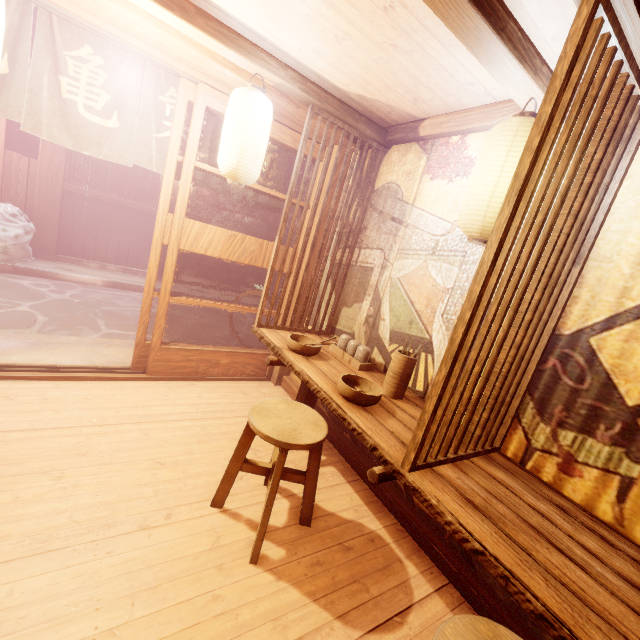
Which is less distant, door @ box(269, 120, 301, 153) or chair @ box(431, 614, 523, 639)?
chair @ box(431, 614, 523, 639)

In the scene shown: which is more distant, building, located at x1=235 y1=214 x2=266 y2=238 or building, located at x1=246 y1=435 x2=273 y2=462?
building, located at x1=235 y1=214 x2=266 y2=238

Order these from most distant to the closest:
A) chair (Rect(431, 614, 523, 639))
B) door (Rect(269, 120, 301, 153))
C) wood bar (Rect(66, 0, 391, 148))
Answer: door (Rect(269, 120, 301, 153)), wood bar (Rect(66, 0, 391, 148)), chair (Rect(431, 614, 523, 639))

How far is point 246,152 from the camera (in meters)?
4.19

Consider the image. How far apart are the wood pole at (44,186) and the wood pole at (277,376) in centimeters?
1054cm

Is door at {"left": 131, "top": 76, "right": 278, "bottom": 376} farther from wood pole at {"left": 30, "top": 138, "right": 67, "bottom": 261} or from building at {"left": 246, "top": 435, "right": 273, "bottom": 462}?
wood pole at {"left": 30, "top": 138, "right": 67, "bottom": 261}

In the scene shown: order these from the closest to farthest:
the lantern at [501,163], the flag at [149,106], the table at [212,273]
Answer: the lantern at [501,163]
the flag at [149,106]
the table at [212,273]

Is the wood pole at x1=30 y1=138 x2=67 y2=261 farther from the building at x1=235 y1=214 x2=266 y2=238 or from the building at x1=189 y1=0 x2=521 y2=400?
the building at x1=189 y1=0 x2=521 y2=400
